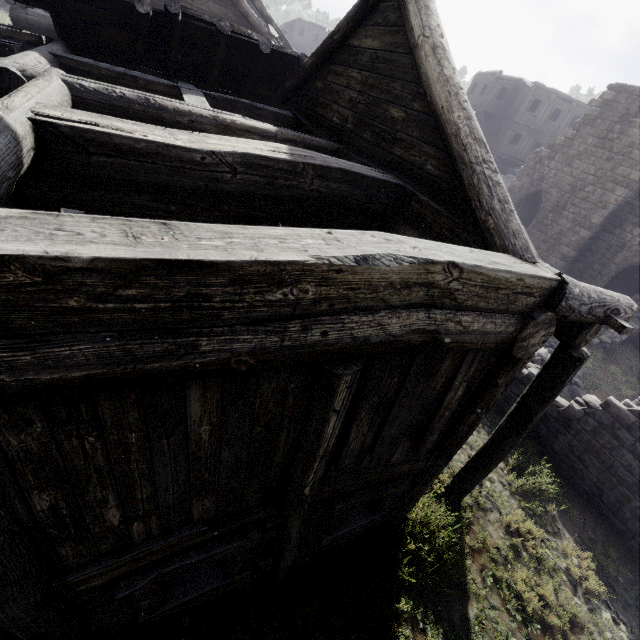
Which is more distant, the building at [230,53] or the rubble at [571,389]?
the rubble at [571,389]

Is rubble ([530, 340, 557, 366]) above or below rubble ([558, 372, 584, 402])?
above

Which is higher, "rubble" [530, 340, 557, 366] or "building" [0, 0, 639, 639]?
"building" [0, 0, 639, 639]

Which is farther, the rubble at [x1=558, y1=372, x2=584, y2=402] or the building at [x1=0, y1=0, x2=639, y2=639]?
the rubble at [x1=558, y1=372, x2=584, y2=402]

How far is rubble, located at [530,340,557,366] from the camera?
13.1m

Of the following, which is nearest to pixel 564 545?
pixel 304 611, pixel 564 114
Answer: pixel 304 611
